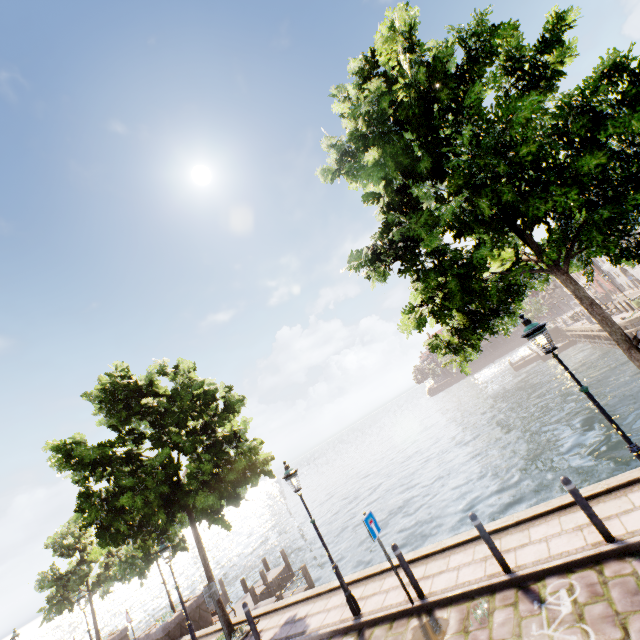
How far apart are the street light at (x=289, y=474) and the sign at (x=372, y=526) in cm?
172

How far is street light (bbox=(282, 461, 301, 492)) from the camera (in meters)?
8.70

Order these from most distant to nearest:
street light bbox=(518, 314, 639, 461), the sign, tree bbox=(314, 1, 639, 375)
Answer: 1. the sign
2. street light bbox=(518, 314, 639, 461)
3. tree bbox=(314, 1, 639, 375)

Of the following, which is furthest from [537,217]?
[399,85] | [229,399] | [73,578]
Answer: [73,578]

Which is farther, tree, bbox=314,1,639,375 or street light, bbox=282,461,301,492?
street light, bbox=282,461,301,492

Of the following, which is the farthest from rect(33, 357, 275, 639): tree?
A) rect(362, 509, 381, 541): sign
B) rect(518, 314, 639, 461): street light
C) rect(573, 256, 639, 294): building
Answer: rect(362, 509, 381, 541): sign

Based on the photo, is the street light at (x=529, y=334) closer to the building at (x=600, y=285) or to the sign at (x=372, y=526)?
the sign at (x=372, y=526)

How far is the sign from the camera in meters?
7.2 m
